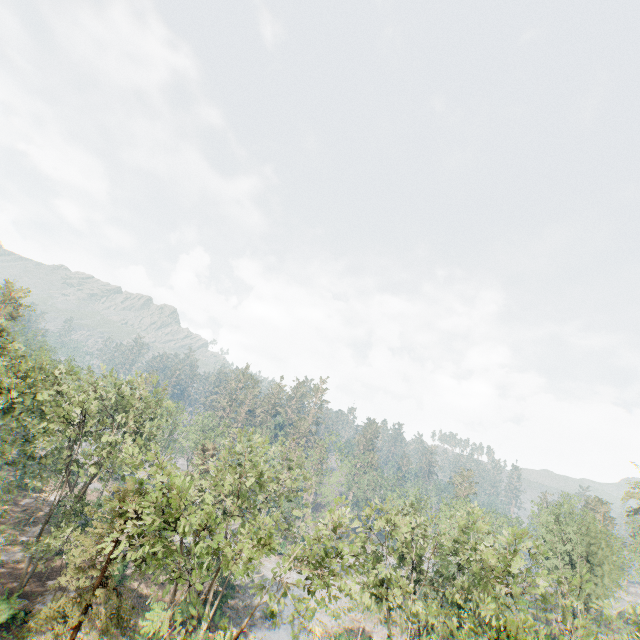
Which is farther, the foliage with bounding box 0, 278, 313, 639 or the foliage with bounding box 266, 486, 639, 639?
the foliage with bounding box 266, 486, 639, 639

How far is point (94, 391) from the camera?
32.2m

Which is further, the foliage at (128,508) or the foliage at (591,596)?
the foliage at (591,596)
